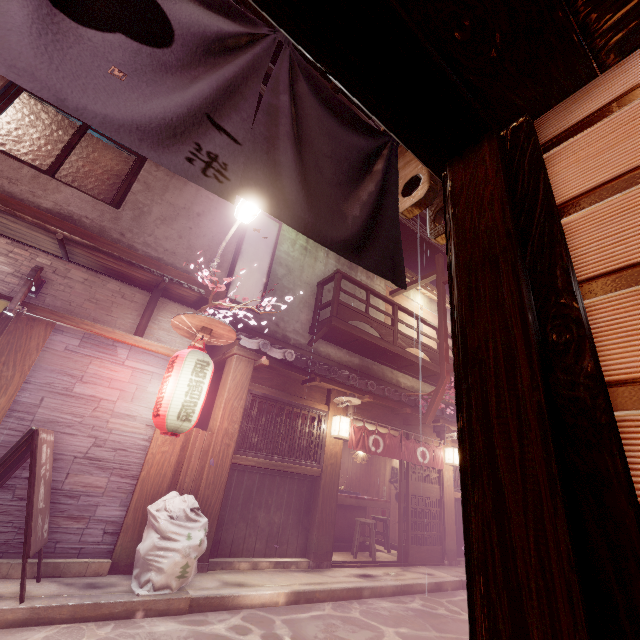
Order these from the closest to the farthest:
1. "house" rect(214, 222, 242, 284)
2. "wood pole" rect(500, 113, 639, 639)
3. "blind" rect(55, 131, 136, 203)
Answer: "wood pole" rect(500, 113, 639, 639), "blind" rect(55, 131, 136, 203), "house" rect(214, 222, 242, 284)

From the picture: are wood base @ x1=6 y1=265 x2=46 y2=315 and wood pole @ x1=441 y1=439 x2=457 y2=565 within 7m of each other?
no

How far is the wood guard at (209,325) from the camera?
8.2m

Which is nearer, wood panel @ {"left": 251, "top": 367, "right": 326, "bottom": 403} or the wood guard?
the wood guard

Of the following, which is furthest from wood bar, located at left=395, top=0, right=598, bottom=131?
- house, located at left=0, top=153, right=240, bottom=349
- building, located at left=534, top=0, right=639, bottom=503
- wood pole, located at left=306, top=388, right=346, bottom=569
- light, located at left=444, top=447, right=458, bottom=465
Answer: wood pole, located at left=306, top=388, right=346, bottom=569

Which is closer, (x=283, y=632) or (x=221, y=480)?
(x=283, y=632)

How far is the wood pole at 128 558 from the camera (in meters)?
7.52

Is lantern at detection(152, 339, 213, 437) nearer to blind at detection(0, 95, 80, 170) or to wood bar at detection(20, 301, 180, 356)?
wood bar at detection(20, 301, 180, 356)
